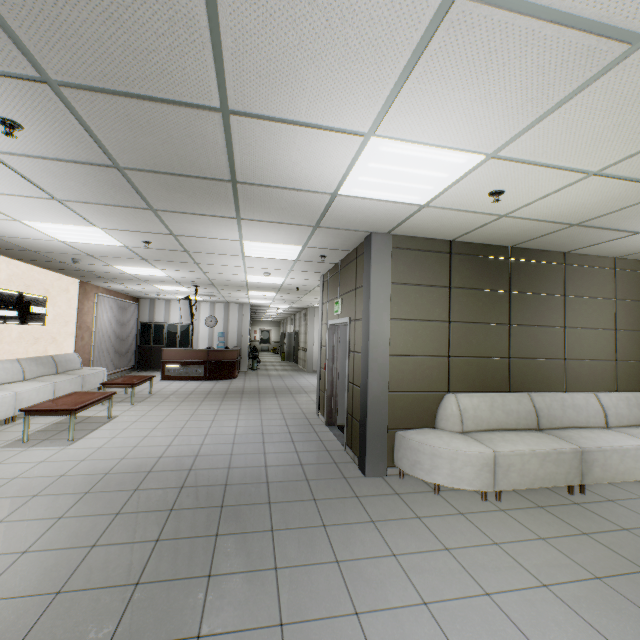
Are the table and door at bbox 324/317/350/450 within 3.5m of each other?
no

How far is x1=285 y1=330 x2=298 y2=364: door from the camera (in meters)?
21.27

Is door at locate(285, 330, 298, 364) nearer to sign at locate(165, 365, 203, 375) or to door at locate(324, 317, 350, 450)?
sign at locate(165, 365, 203, 375)

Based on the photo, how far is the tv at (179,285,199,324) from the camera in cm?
929

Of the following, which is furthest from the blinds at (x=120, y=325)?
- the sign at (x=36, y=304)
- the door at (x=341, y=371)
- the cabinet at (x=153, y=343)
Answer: the door at (x=341, y=371)

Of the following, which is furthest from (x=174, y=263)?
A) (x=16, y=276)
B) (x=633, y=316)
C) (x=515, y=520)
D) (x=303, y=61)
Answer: (x=633, y=316)

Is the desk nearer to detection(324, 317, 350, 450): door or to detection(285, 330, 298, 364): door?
detection(285, 330, 298, 364): door

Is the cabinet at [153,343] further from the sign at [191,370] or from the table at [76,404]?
the table at [76,404]
